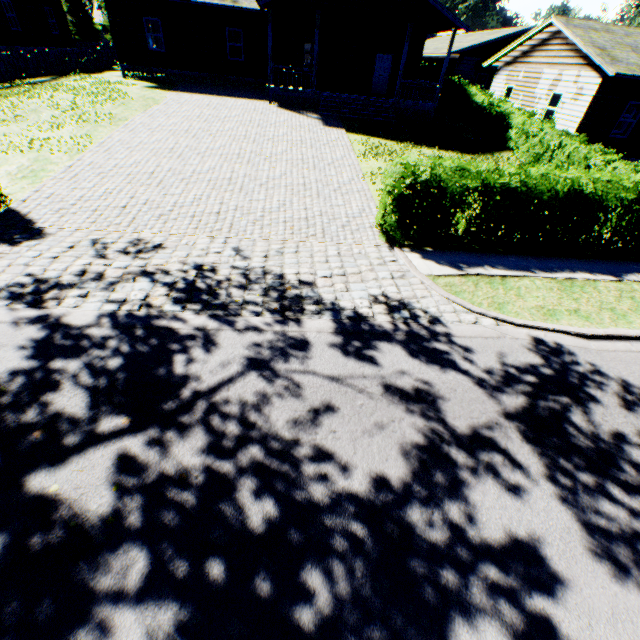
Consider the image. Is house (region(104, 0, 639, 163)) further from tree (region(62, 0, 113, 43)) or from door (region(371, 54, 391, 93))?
tree (region(62, 0, 113, 43))

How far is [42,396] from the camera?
4.2 meters

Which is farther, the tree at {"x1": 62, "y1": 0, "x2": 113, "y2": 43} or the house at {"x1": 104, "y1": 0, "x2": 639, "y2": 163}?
the tree at {"x1": 62, "y1": 0, "x2": 113, "y2": 43}

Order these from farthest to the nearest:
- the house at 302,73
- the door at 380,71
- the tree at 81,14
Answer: the tree at 81,14
the door at 380,71
the house at 302,73

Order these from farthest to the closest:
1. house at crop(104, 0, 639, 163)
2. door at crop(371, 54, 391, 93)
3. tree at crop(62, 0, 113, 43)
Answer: tree at crop(62, 0, 113, 43)
door at crop(371, 54, 391, 93)
house at crop(104, 0, 639, 163)

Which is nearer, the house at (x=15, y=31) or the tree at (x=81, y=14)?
the house at (x=15, y=31)

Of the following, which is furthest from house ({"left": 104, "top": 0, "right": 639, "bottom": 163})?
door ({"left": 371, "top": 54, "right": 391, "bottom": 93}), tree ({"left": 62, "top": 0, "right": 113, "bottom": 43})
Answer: tree ({"left": 62, "top": 0, "right": 113, "bottom": 43})
